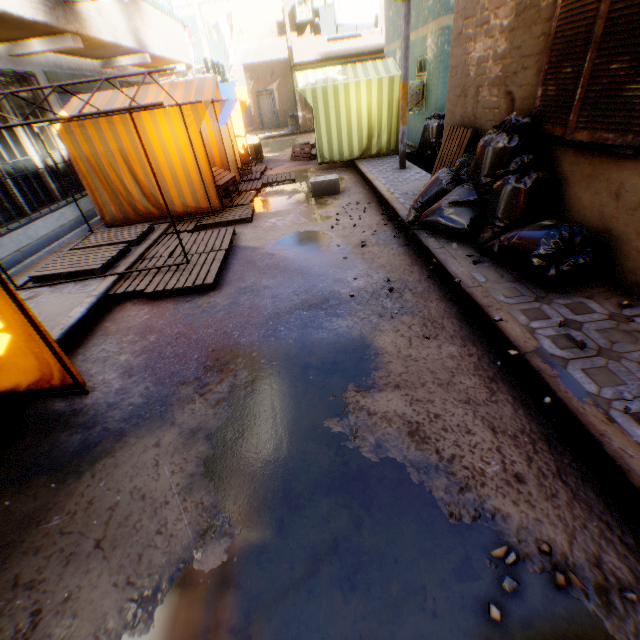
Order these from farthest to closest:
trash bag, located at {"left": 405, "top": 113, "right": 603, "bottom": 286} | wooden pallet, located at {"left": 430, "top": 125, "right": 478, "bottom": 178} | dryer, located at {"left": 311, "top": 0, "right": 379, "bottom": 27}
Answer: dryer, located at {"left": 311, "top": 0, "right": 379, "bottom": 27} < wooden pallet, located at {"left": 430, "top": 125, "right": 478, "bottom": 178} < trash bag, located at {"left": 405, "top": 113, "right": 603, "bottom": 286}

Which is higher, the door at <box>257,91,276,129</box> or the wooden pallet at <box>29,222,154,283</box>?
the door at <box>257,91,276,129</box>

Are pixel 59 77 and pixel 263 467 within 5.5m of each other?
no

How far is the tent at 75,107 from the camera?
6.6m

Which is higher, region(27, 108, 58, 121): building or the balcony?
the balcony

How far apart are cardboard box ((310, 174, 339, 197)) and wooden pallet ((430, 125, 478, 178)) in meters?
1.8

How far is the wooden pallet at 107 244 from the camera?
5.2 meters

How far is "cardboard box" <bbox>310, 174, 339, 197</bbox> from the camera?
8.0m
